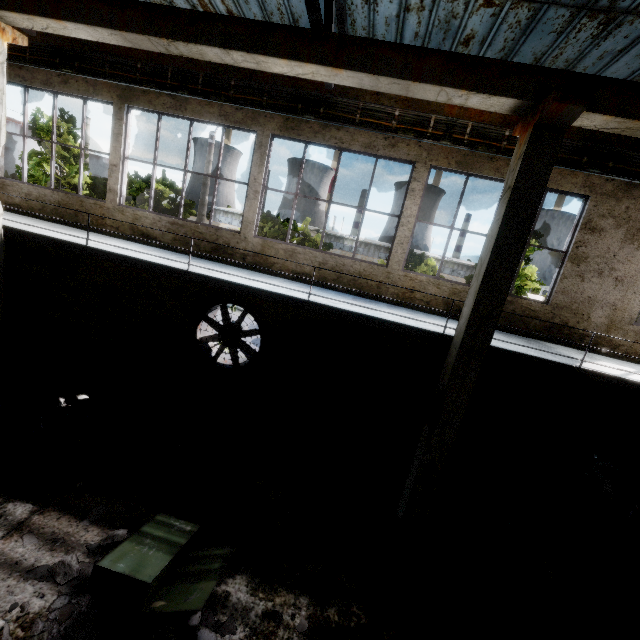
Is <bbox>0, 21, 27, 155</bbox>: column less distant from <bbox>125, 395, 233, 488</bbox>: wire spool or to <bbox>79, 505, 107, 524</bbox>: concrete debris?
<bbox>125, 395, 233, 488</bbox>: wire spool

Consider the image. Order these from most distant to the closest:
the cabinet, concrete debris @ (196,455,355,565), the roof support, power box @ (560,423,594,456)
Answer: power box @ (560,423,594,456)
concrete debris @ (196,455,355,565)
the roof support
the cabinet

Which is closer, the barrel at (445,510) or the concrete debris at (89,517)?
the concrete debris at (89,517)

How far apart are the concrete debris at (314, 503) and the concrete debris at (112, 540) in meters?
0.5

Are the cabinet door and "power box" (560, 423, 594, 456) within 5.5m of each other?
no

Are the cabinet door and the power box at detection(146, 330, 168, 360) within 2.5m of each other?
no

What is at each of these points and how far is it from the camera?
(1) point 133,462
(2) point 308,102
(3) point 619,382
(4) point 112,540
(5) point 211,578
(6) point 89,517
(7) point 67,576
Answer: (1) wire spool, 6.30m
(2) wires, 7.84m
(3) elevated walkway, 5.86m
(4) concrete debris, 4.82m
(5) cabinet door, 4.25m
(6) concrete debris, 5.30m
(7) concrete debris, 4.36m

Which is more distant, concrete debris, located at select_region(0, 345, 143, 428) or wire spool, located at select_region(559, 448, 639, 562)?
concrete debris, located at select_region(0, 345, 143, 428)
